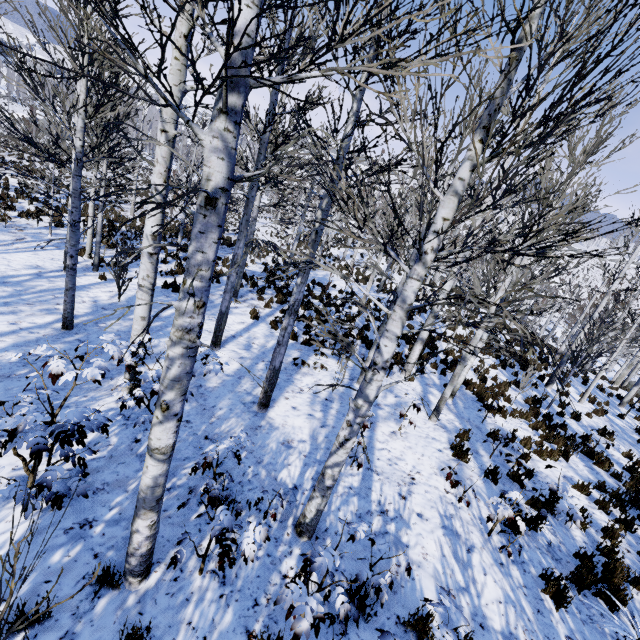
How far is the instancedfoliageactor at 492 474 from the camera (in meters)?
6.25

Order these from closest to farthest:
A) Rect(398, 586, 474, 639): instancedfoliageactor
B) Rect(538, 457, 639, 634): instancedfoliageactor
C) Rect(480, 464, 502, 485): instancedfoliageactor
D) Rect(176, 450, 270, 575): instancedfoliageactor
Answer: Rect(398, 586, 474, 639): instancedfoliageactor < Rect(176, 450, 270, 575): instancedfoliageactor < Rect(538, 457, 639, 634): instancedfoliageactor < Rect(480, 464, 502, 485): instancedfoliageactor

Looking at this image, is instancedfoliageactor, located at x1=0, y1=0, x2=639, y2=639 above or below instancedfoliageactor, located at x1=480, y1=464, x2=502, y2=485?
above

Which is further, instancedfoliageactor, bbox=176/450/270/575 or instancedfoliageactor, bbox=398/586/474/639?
instancedfoliageactor, bbox=176/450/270/575

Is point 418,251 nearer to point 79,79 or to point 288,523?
point 288,523

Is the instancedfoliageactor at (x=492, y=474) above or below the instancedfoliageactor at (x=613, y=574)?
below
